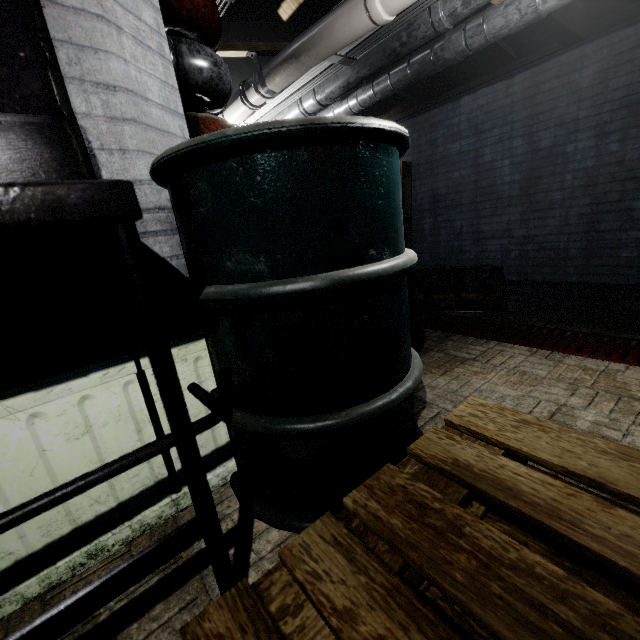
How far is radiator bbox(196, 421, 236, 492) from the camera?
1.07m

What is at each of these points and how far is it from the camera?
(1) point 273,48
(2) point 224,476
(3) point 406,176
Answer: (1) beam, 2.61m
(2) radiator, 1.12m
(3) pallet, 4.06m

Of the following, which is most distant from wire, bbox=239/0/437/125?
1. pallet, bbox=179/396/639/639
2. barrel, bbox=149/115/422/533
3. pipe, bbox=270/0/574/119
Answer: pallet, bbox=179/396/639/639

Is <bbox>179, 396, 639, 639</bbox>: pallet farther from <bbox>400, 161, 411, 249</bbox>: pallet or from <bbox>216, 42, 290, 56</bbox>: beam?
<bbox>400, 161, 411, 249</bbox>: pallet

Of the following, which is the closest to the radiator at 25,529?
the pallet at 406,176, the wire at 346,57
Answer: the wire at 346,57

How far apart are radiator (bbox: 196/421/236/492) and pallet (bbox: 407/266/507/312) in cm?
213

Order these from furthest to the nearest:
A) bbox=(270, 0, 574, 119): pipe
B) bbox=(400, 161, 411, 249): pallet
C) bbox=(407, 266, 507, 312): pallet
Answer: bbox=(400, 161, 411, 249): pallet → bbox=(407, 266, 507, 312): pallet → bbox=(270, 0, 574, 119): pipe

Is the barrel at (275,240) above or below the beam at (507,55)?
below
